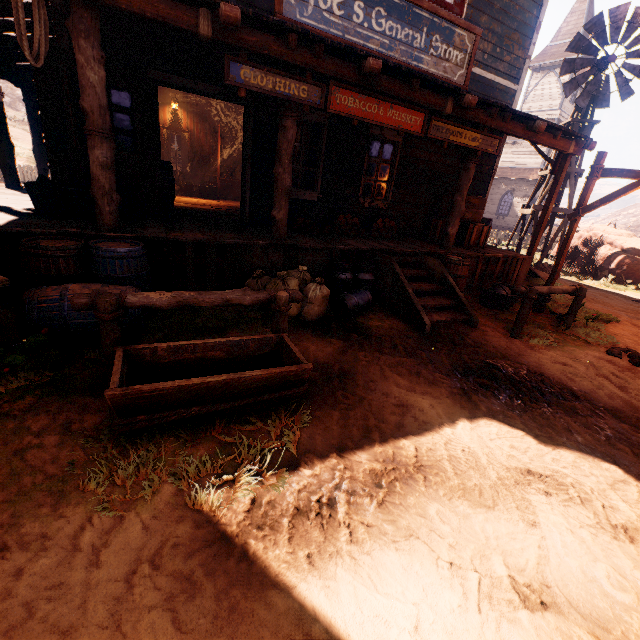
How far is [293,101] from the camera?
4.6 meters

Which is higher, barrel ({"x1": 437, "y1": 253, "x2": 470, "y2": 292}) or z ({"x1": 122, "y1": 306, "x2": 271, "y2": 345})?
barrel ({"x1": 437, "y1": 253, "x2": 470, "y2": 292})

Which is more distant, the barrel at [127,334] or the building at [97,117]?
the building at [97,117]

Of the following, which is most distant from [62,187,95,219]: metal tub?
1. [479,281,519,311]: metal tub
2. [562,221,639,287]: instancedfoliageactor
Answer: [562,221,639,287]: instancedfoliageactor

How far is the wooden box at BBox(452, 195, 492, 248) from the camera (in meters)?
8.00

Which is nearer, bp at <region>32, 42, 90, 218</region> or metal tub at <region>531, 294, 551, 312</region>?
bp at <region>32, 42, 90, 218</region>

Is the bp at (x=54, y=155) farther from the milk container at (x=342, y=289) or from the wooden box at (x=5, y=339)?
the milk container at (x=342, y=289)

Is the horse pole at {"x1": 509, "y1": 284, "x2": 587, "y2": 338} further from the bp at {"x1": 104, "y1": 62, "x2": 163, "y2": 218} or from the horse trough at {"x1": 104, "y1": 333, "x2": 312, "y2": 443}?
the bp at {"x1": 104, "y1": 62, "x2": 163, "y2": 218}
